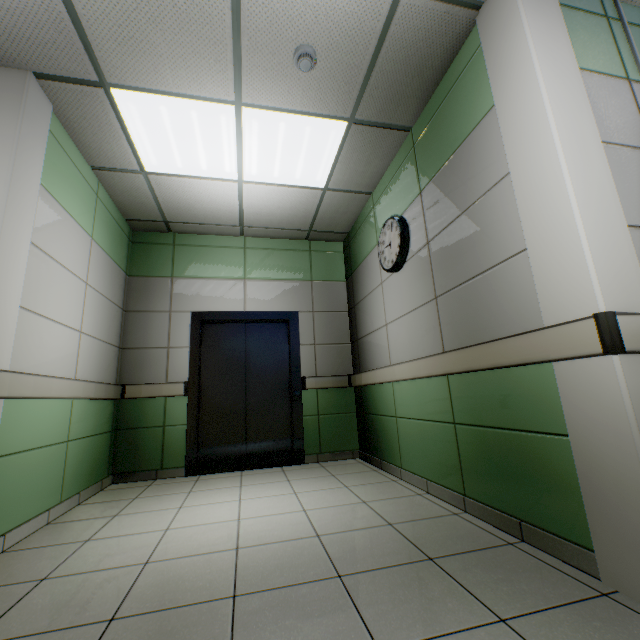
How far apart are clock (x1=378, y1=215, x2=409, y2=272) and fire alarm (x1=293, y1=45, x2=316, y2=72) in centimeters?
149cm

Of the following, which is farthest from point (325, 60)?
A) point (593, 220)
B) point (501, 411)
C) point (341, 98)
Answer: point (501, 411)

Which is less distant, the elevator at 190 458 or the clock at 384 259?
the clock at 384 259

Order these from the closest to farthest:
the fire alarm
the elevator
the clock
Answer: the fire alarm, the clock, the elevator

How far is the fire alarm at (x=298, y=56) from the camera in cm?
227

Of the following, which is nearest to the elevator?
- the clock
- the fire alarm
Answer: the clock

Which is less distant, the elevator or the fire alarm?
the fire alarm
